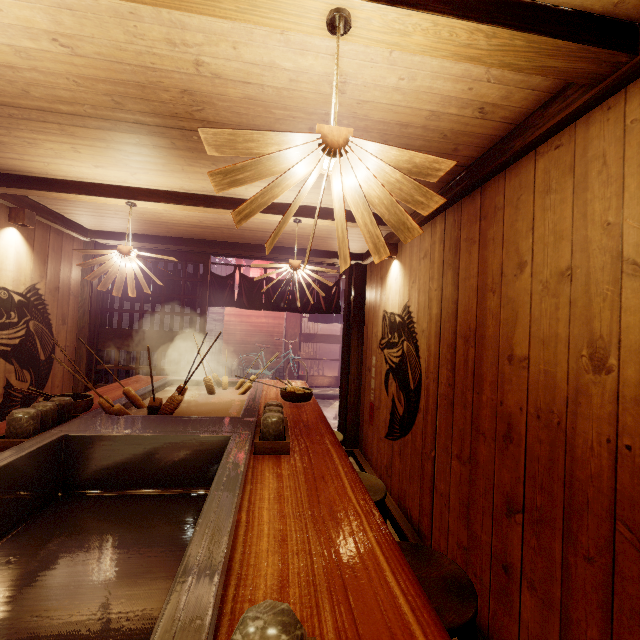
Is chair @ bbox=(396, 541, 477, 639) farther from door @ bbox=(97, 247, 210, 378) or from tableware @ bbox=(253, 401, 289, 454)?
door @ bbox=(97, 247, 210, 378)

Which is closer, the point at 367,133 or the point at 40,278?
the point at 367,133

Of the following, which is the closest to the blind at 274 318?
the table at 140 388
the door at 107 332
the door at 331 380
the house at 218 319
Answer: the house at 218 319

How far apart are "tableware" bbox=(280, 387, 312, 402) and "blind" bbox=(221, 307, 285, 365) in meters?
12.3

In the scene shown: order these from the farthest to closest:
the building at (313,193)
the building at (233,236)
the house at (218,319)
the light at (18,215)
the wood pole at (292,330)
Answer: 1. the wood pole at (292,330)
2. the house at (218,319)
3. the building at (233,236)
4. the light at (18,215)
5. the building at (313,193)

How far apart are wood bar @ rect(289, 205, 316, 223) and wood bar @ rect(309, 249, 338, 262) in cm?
258

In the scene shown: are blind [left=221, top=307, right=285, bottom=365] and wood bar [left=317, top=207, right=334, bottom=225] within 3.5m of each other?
no

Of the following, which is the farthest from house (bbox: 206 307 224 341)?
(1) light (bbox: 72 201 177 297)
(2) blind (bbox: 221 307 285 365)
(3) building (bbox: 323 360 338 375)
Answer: (1) light (bbox: 72 201 177 297)
